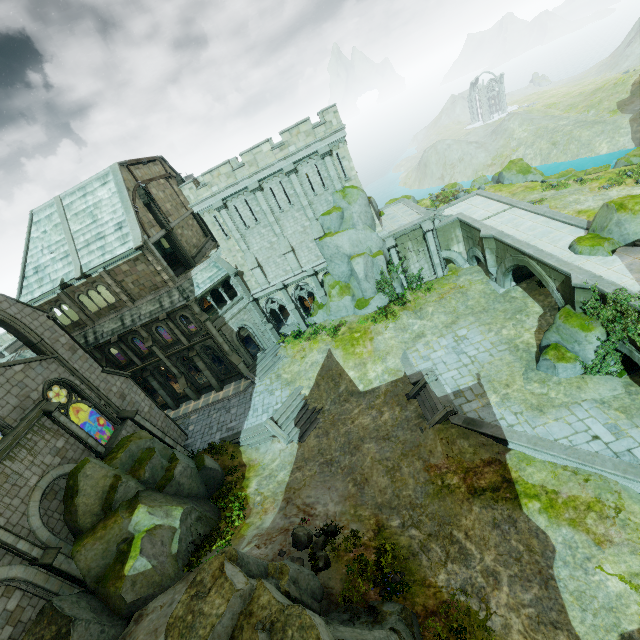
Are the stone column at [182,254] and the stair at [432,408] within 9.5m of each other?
no

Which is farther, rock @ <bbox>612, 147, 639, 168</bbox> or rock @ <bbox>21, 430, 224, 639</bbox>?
rock @ <bbox>612, 147, 639, 168</bbox>

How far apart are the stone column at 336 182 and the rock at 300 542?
24.0m

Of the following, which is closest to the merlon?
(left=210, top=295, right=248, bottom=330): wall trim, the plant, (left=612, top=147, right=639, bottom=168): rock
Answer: (left=210, top=295, right=248, bottom=330): wall trim

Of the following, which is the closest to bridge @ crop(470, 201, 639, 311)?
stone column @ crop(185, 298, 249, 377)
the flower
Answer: the flower

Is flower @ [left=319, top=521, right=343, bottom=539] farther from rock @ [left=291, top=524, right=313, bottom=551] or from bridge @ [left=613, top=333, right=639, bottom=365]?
bridge @ [left=613, top=333, right=639, bottom=365]

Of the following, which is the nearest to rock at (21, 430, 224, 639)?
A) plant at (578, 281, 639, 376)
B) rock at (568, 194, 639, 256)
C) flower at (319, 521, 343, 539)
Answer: flower at (319, 521, 343, 539)

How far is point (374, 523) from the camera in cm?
1717
